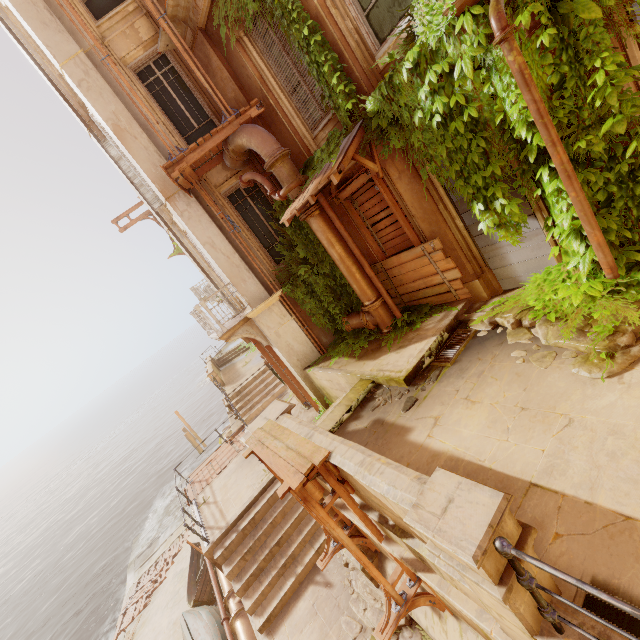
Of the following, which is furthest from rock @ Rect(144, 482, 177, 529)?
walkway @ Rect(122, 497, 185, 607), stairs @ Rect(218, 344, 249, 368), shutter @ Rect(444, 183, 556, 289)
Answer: shutter @ Rect(444, 183, 556, 289)

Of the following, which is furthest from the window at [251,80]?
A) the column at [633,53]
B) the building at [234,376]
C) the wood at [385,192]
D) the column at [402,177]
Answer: the building at [234,376]

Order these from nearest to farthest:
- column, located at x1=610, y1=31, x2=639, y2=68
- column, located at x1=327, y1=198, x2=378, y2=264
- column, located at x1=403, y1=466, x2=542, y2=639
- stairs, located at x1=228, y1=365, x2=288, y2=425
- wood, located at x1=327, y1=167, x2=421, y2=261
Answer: column, located at x1=403, y1=466, x2=542, y2=639 < column, located at x1=610, y1=31, x2=639, y2=68 < wood, located at x1=327, y1=167, x2=421, y2=261 < column, located at x1=327, y1=198, x2=378, y2=264 < stairs, located at x1=228, y1=365, x2=288, y2=425

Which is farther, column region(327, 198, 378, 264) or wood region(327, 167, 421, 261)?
column region(327, 198, 378, 264)

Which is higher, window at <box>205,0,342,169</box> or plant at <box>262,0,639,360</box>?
window at <box>205,0,342,169</box>

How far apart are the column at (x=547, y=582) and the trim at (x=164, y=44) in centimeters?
921cm

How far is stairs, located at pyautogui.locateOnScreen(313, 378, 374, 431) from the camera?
6.6 meters

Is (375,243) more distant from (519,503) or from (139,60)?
(139,60)
